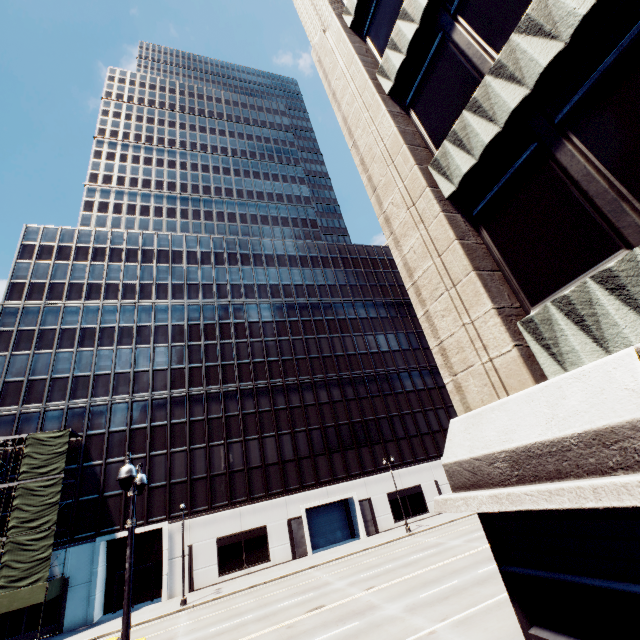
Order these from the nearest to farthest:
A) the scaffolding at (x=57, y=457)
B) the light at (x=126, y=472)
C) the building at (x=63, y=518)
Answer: the light at (x=126, y=472)
the scaffolding at (x=57, y=457)
the building at (x=63, y=518)

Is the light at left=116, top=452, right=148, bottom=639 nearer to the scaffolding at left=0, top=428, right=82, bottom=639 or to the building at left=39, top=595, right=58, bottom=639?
the scaffolding at left=0, top=428, right=82, bottom=639

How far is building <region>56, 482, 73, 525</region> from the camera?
29.7 meters

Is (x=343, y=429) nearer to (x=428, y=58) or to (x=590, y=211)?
(x=428, y=58)

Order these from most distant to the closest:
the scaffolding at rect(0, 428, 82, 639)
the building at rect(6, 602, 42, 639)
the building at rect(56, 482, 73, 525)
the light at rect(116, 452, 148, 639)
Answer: the building at rect(56, 482, 73, 525)
the building at rect(6, 602, 42, 639)
the scaffolding at rect(0, 428, 82, 639)
the light at rect(116, 452, 148, 639)

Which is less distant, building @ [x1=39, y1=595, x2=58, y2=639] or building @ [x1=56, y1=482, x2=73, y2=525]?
building @ [x1=39, y1=595, x2=58, y2=639]

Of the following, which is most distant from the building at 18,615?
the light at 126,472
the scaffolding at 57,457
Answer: the light at 126,472
